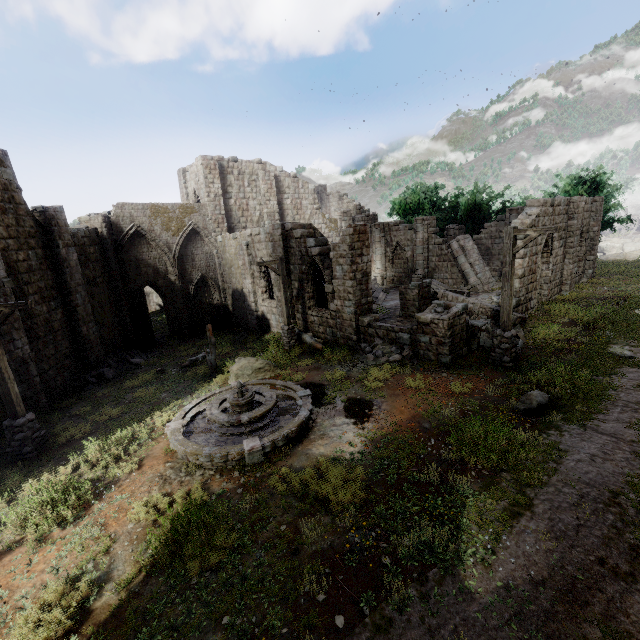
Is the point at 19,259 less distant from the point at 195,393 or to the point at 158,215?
the point at 195,393

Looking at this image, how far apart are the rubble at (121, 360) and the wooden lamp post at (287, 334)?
8.1 meters

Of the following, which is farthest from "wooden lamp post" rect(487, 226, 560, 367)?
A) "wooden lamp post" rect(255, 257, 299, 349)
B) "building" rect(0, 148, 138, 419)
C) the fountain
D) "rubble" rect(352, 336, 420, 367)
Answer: "wooden lamp post" rect(255, 257, 299, 349)

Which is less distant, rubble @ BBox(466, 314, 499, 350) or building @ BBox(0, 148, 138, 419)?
building @ BBox(0, 148, 138, 419)

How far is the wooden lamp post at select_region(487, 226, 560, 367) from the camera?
10.05m

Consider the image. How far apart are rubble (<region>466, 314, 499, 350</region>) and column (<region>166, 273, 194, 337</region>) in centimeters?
1937cm

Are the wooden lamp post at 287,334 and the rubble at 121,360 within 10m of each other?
yes

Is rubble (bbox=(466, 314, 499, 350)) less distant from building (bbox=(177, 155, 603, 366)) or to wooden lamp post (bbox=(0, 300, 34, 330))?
building (bbox=(177, 155, 603, 366))
